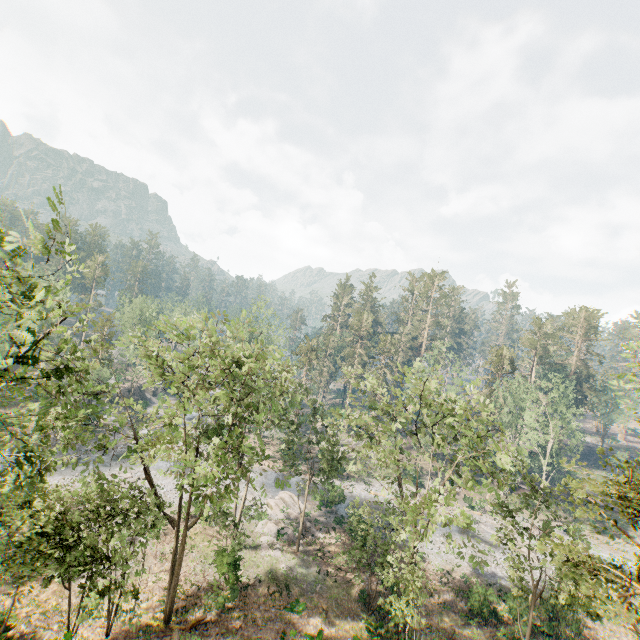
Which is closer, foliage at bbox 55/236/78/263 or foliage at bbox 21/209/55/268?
foliage at bbox 21/209/55/268

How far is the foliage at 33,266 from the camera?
7.0 meters

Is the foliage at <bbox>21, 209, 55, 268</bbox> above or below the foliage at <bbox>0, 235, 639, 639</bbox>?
above

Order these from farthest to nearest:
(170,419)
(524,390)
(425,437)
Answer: (425,437) → (524,390) → (170,419)

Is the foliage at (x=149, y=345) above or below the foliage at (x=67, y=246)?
below

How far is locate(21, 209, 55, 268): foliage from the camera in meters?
7.0 m
